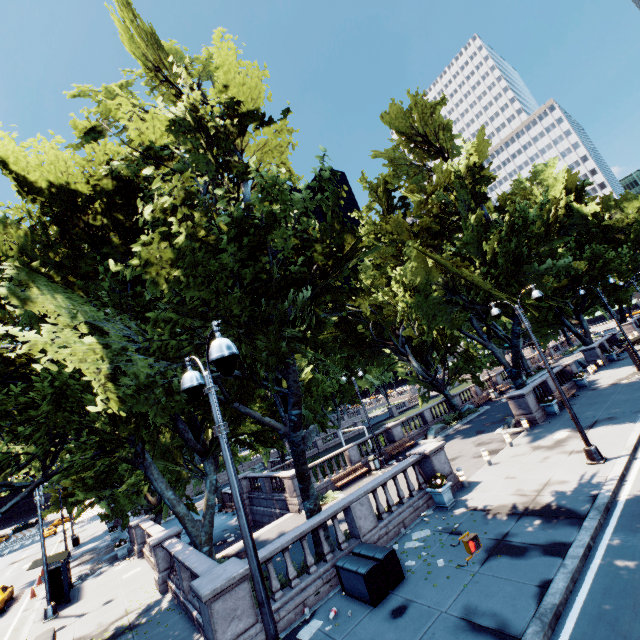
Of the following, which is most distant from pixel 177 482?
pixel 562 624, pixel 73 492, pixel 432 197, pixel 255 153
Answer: pixel 432 197

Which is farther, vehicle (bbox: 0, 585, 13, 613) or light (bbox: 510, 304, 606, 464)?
vehicle (bbox: 0, 585, 13, 613)

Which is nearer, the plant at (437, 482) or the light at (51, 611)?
the plant at (437, 482)

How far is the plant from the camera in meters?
13.6

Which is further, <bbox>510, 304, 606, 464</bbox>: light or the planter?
the planter

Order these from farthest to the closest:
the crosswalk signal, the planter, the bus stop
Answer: the bus stop → the planter → the crosswalk signal

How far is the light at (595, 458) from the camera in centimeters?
1280cm

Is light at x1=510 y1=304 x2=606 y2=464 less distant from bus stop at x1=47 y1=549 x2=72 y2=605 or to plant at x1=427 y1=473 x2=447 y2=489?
plant at x1=427 y1=473 x2=447 y2=489
